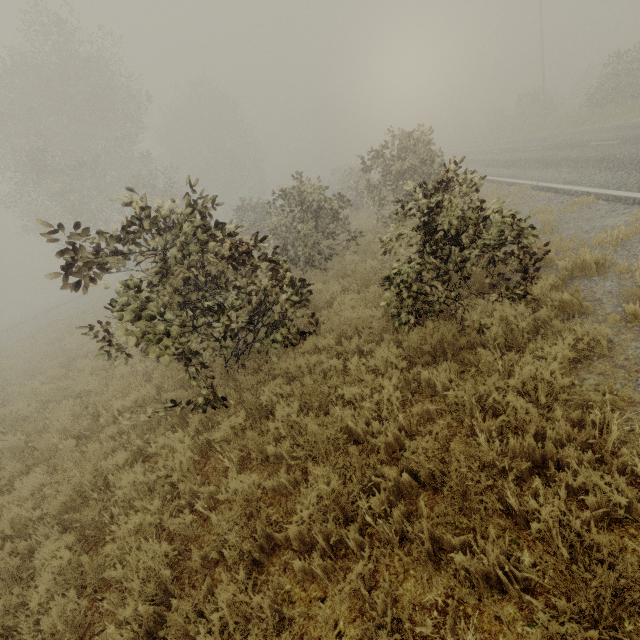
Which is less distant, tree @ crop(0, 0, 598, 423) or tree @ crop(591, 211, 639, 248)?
tree @ crop(0, 0, 598, 423)

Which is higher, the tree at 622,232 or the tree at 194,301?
the tree at 194,301

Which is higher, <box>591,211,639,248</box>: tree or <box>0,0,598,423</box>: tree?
<box>0,0,598,423</box>: tree

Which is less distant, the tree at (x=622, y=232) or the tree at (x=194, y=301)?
the tree at (x=194, y=301)

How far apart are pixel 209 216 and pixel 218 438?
3.71m
